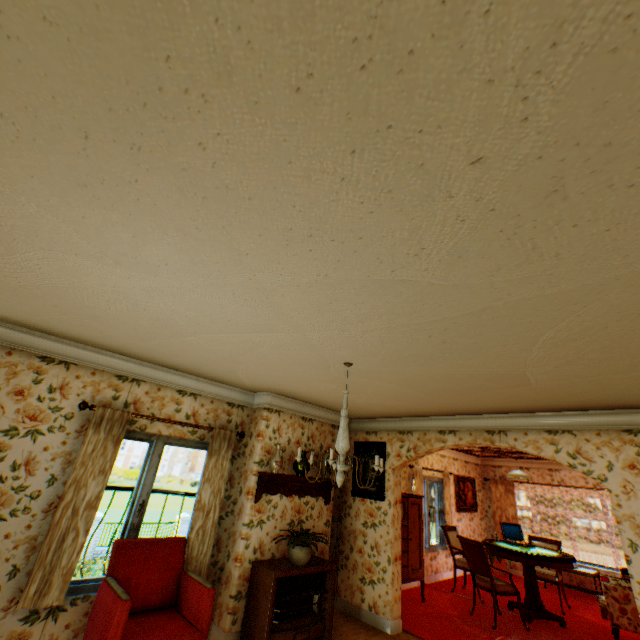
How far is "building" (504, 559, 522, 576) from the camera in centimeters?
935cm

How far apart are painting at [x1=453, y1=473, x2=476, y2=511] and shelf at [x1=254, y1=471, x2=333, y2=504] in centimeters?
575cm

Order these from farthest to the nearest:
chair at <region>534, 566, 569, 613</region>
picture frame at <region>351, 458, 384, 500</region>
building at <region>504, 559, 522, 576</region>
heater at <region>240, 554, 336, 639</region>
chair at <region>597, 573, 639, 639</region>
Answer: building at <region>504, 559, 522, 576</region>
chair at <region>534, 566, 569, 613</region>
picture frame at <region>351, 458, 384, 500</region>
chair at <region>597, 573, 639, 639</region>
heater at <region>240, 554, 336, 639</region>

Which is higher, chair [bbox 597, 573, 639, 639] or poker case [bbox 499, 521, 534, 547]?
poker case [bbox 499, 521, 534, 547]

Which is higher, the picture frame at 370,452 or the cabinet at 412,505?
the picture frame at 370,452

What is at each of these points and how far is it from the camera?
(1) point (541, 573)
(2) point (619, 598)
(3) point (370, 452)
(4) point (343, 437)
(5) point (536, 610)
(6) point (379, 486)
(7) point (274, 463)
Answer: (1) chair, 7.1 meters
(2) chair, 5.4 meters
(3) picture frame, 6.3 meters
(4) ceiling light, 3.1 meters
(5) table, 6.1 meters
(6) picture frame, 5.9 meters
(7) vase, 4.8 meters

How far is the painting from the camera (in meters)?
9.45

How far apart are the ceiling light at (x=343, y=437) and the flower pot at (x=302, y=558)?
2.0m
